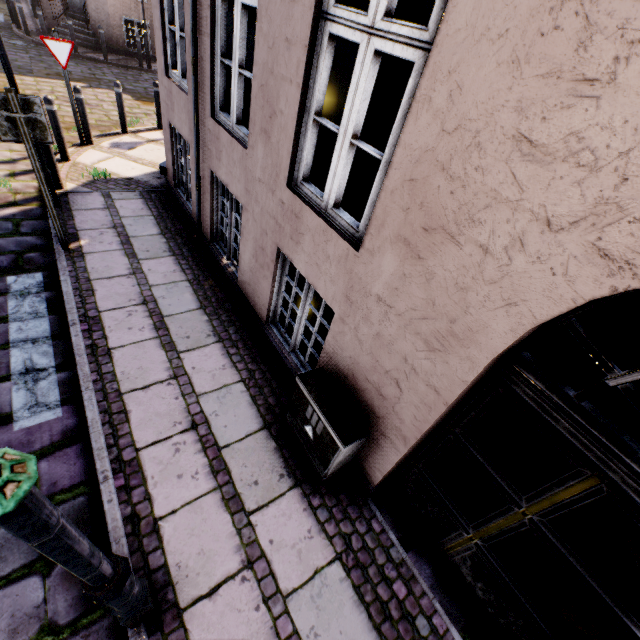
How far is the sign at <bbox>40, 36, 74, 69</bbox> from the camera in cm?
603

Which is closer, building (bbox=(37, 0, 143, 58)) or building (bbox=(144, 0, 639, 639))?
building (bbox=(144, 0, 639, 639))

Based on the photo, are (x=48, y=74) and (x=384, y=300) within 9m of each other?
no

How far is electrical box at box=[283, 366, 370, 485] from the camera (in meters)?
2.71

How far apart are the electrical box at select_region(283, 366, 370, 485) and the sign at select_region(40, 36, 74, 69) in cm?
809

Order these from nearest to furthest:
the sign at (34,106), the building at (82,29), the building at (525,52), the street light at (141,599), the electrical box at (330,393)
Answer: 1. the street light at (141,599)
2. the building at (525,52)
3. the electrical box at (330,393)
4. the sign at (34,106)
5. the building at (82,29)

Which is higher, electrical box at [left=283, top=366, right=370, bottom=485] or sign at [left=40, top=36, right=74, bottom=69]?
sign at [left=40, top=36, right=74, bottom=69]

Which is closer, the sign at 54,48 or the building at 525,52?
the building at 525,52
